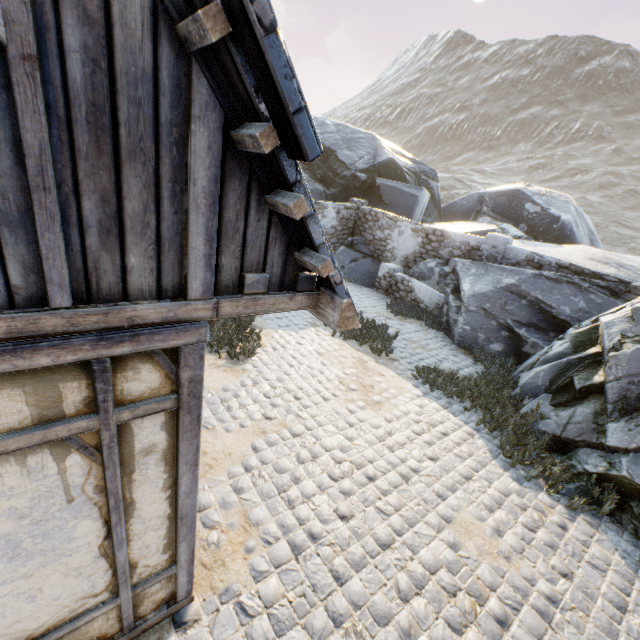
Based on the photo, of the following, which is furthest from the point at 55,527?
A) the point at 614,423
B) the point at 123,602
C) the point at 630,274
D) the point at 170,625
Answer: the point at 630,274

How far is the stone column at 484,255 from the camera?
10.4m

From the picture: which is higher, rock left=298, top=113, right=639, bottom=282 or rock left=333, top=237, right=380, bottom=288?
rock left=298, top=113, right=639, bottom=282

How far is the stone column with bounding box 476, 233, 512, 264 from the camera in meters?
10.4

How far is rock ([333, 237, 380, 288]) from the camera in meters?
13.8

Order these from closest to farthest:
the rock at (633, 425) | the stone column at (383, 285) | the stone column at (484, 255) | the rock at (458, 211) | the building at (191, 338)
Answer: the building at (191, 338) < the rock at (633, 425) < the stone column at (484, 255) < the stone column at (383, 285) < the rock at (458, 211)

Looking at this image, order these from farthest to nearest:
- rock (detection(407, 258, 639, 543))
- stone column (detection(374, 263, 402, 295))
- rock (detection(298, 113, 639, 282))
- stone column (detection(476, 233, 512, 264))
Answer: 1. rock (detection(298, 113, 639, 282))
2. stone column (detection(374, 263, 402, 295))
3. stone column (detection(476, 233, 512, 264))
4. rock (detection(407, 258, 639, 543))

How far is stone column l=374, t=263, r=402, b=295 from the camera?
12.8 meters
